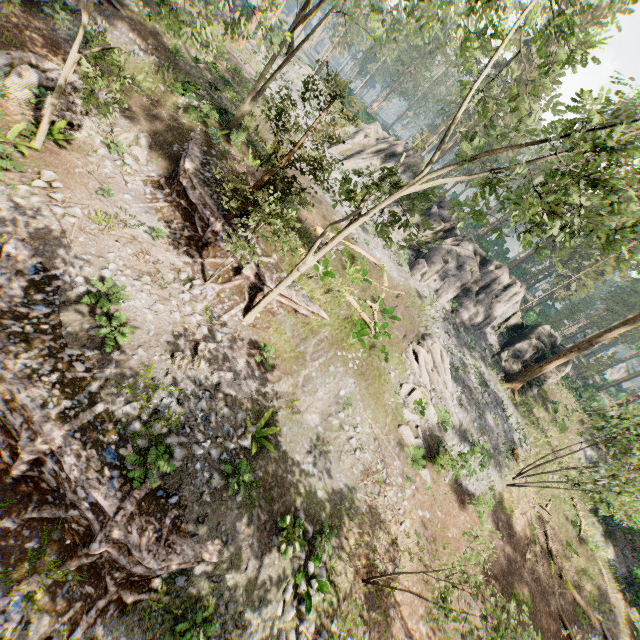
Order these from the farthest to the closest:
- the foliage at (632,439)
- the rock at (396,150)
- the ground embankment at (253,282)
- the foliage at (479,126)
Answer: the rock at (396,150) < the foliage at (632,439) < the ground embankment at (253,282) < the foliage at (479,126)

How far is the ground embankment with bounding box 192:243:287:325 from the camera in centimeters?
1452cm

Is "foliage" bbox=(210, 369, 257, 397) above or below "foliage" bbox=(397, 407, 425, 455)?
below

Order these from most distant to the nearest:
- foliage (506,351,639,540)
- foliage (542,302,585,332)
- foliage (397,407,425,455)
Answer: foliage (542,302,585,332) < foliage (397,407,425,455) < foliage (506,351,639,540)

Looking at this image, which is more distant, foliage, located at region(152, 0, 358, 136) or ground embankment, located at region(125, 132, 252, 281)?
ground embankment, located at region(125, 132, 252, 281)

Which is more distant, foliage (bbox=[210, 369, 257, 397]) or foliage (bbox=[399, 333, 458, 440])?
foliage (bbox=[399, 333, 458, 440])

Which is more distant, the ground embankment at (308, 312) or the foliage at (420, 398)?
→ the foliage at (420, 398)

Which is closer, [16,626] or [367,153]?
[16,626]
